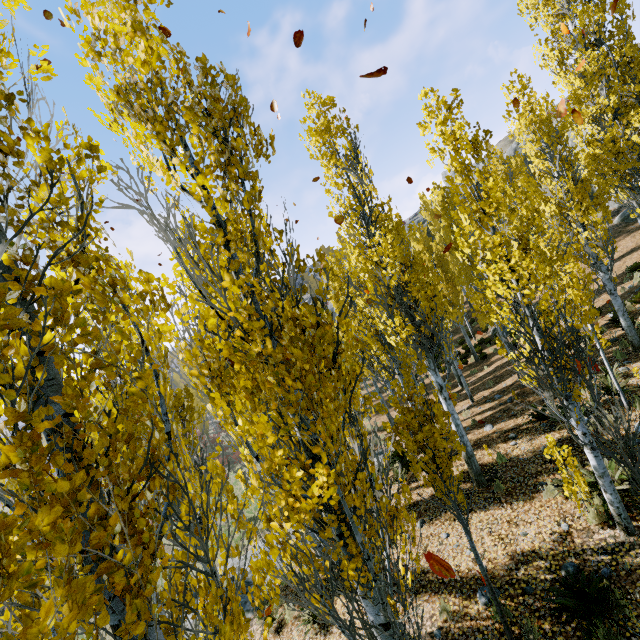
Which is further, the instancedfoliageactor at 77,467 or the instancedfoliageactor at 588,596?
the instancedfoliageactor at 588,596

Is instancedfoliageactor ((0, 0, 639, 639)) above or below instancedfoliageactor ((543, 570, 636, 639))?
Answer: above

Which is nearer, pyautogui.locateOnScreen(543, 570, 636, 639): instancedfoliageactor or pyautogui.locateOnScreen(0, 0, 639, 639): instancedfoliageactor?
pyautogui.locateOnScreen(0, 0, 639, 639): instancedfoliageactor

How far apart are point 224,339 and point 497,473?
8.7m

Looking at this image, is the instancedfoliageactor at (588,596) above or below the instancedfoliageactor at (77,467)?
below
